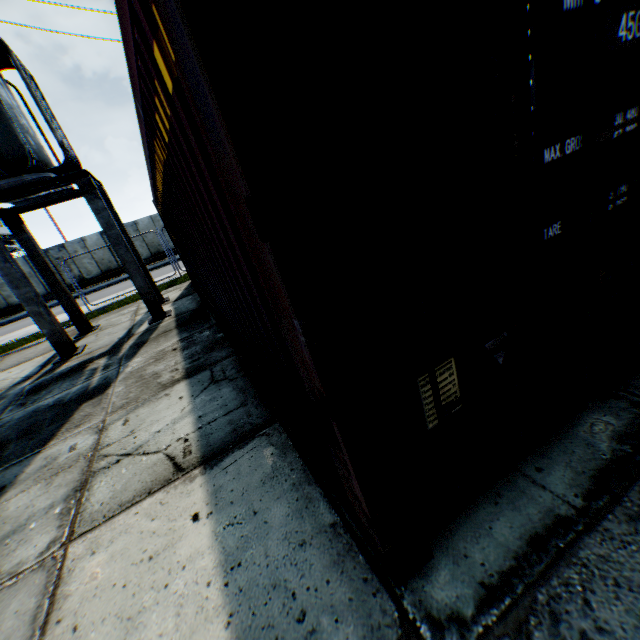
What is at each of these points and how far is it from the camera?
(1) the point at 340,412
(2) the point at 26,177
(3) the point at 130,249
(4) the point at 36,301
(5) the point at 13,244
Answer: (1) storage container, 1.2 meters
(2) electrical compensator, 6.3 meters
(3) concrete support, 7.8 meters
(4) concrete support, 7.1 meters
(5) landrig, 34.7 meters

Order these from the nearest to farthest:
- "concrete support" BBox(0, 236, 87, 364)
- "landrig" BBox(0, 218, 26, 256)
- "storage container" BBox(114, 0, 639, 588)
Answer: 1. "storage container" BBox(114, 0, 639, 588)
2. "concrete support" BBox(0, 236, 87, 364)
3. "landrig" BBox(0, 218, 26, 256)

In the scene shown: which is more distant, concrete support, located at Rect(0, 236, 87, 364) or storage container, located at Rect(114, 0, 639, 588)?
concrete support, located at Rect(0, 236, 87, 364)

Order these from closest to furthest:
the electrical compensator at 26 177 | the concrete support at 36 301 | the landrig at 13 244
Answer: the electrical compensator at 26 177 < the concrete support at 36 301 < the landrig at 13 244

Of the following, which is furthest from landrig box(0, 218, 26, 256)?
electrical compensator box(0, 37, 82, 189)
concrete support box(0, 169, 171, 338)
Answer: electrical compensator box(0, 37, 82, 189)

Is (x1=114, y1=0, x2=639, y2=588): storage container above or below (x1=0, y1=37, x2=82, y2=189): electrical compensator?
below

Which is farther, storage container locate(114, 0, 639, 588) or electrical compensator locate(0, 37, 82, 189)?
electrical compensator locate(0, 37, 82, 189)

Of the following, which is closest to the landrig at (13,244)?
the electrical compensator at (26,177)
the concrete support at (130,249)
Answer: the concrete support at (130,249)
